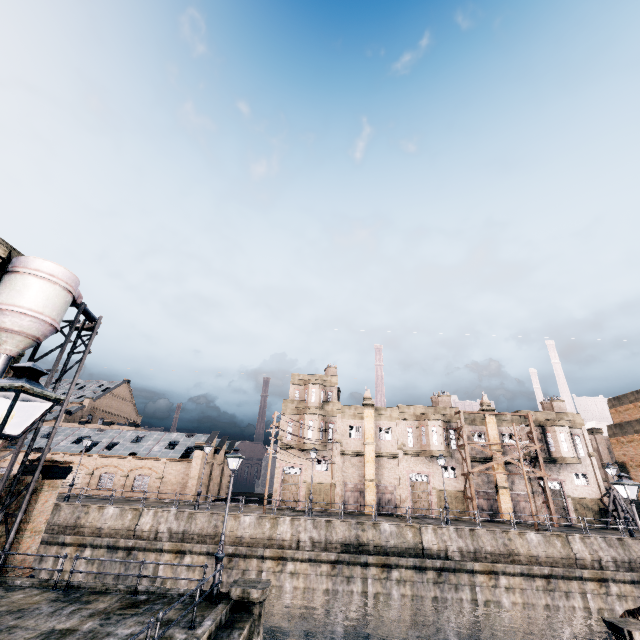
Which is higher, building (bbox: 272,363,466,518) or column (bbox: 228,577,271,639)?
building (bbox: 272,363,466,518)

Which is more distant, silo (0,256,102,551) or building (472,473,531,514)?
building (472,473,531,514)

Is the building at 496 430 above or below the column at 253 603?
above

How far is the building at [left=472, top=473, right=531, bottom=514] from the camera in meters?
36.7 m

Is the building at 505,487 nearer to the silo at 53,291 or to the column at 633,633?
the column at 633,633

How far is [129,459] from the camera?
41.4m

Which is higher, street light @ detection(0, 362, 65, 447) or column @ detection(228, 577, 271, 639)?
street light @ detection(0, 362, 65, 447)

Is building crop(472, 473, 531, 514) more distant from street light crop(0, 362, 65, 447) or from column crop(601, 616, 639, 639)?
street light crop(0, 362, 65, 447)
